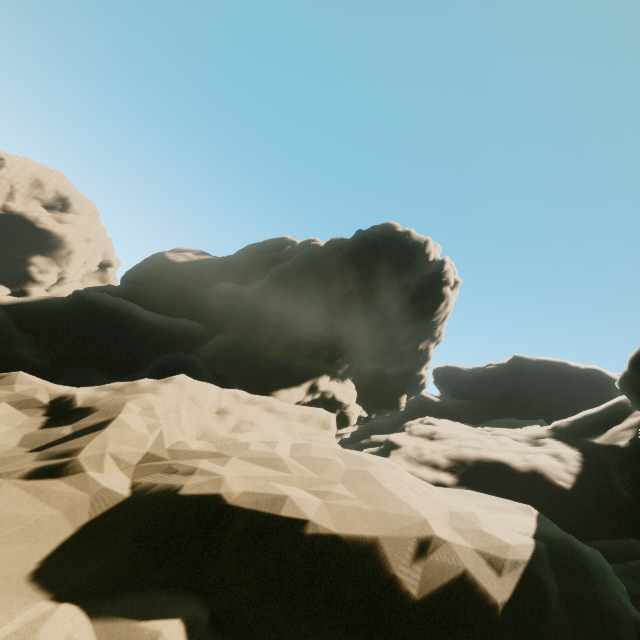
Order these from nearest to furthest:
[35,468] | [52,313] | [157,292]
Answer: [35,468]
[52,313]
[157,292]
